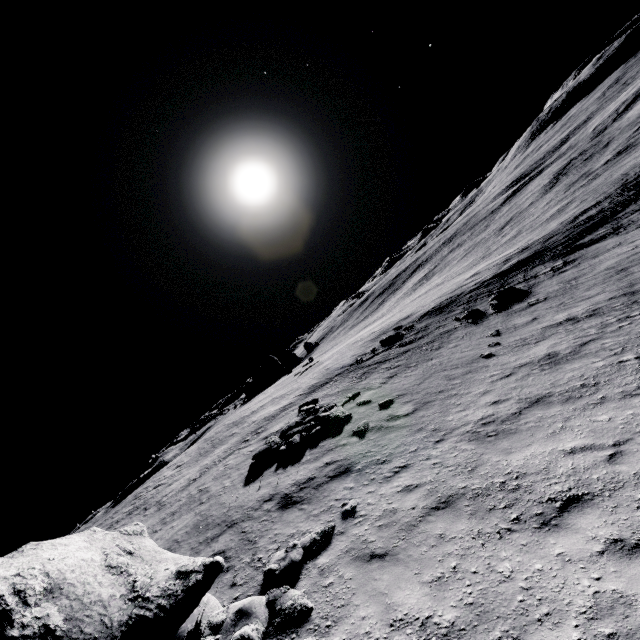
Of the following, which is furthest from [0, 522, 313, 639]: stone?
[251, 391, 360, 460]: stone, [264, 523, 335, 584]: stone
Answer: [251, 391, 360, 460]: stone

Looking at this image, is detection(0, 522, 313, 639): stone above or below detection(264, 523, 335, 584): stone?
above

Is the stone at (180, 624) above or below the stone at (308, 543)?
above

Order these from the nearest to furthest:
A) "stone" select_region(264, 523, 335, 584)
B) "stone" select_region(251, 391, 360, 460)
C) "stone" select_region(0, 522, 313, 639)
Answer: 1. "stone" select_region(0, 522, 313, 639)
2. "stone" select_region(264, 523, 335, 584)
3. "stone" select_region(251, 391, 360, 460)

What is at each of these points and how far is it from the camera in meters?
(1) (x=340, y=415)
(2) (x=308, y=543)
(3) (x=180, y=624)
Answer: (1) stone, 14.8
(2) stone, 7.5
(3) stone, 5.6

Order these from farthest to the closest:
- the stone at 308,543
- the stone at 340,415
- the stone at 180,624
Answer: the stone at 340,415
the stone at 308,543
the stone at 180,624

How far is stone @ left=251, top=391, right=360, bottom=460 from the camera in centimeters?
1452cm
